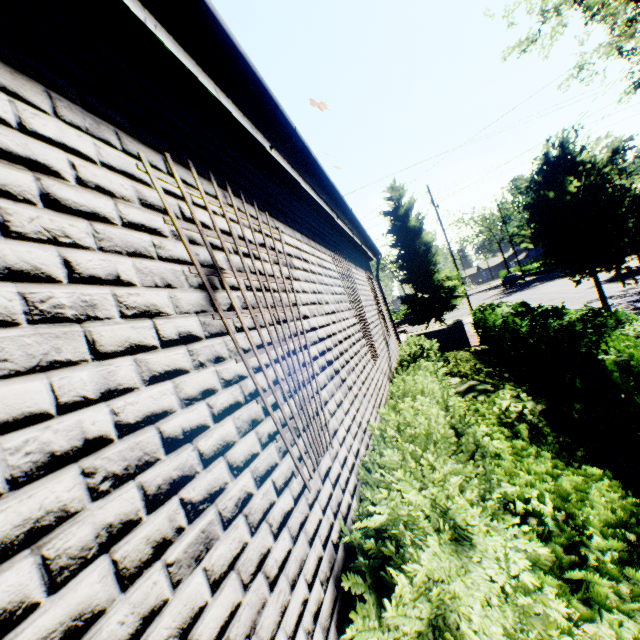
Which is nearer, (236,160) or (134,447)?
(134,447)

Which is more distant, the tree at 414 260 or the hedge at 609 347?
the tree at 414 260

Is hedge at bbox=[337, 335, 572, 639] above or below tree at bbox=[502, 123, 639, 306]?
below

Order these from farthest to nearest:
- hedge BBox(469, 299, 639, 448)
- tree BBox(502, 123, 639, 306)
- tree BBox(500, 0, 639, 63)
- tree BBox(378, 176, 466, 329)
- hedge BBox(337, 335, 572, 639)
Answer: tree BBox(378, 176, 466, 329)
tree BBox(500, 0, 639, 63)
tree BBox(502, 123, 639, 306)
hedge BBox(469, 299, 639, 448)
hedge BBox(337, 335, 572, 639)

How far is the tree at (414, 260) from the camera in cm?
2402

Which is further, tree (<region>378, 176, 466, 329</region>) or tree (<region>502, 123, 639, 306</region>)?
tree (<region>378, 176, 466, 329</region>)

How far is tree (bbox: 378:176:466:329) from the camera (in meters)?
24.02

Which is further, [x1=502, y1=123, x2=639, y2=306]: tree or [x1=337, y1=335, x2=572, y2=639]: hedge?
[x1=502, y1=123, x2=639, y2=306]: tree
